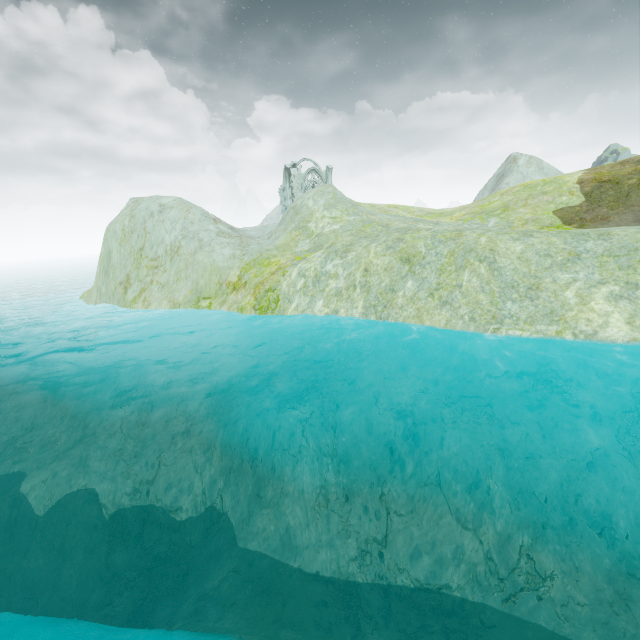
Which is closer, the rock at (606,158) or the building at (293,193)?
the building at (293,193)

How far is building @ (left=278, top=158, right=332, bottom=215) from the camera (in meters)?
49.22

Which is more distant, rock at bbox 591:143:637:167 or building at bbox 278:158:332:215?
rock at bbox 591:143:637:167

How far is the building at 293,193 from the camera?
49.2 meters

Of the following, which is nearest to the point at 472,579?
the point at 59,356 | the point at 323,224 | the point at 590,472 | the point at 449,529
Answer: the point at 449,529
